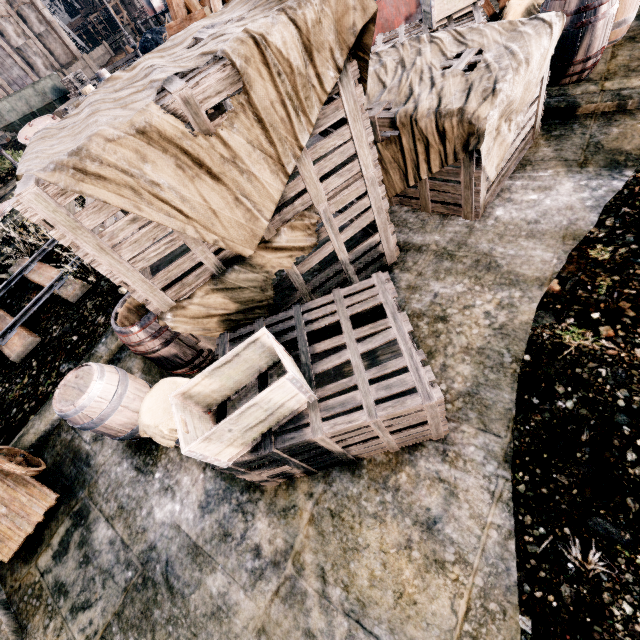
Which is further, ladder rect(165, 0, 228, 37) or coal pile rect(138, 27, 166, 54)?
coal pile rect(138, 27, 166, 54)

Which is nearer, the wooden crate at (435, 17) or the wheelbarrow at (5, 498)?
the wheelbarrow at (5, 498)

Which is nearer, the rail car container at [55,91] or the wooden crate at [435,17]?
the wooden crate at [435,17]

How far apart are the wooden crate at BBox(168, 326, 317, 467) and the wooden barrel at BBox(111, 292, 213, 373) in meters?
1.8

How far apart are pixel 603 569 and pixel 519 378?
1.8 meters

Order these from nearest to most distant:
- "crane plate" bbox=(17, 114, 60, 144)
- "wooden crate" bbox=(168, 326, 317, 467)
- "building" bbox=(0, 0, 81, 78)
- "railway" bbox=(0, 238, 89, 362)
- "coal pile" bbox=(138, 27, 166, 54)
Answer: "wooden crate" bbox=(168, 326, 317, 467) < "railway" bbox=(0, 238, 89, 362) < "crane plate" bbox=(17, 114, 60, 144) < "coal pile" bbox=(138, 27, 166, 54) < "building" bbox=(0, 0, 81, 78)

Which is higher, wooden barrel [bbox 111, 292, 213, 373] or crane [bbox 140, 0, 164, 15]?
crane [bbox 140, 0, 164, 15]

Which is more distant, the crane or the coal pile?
the crane
